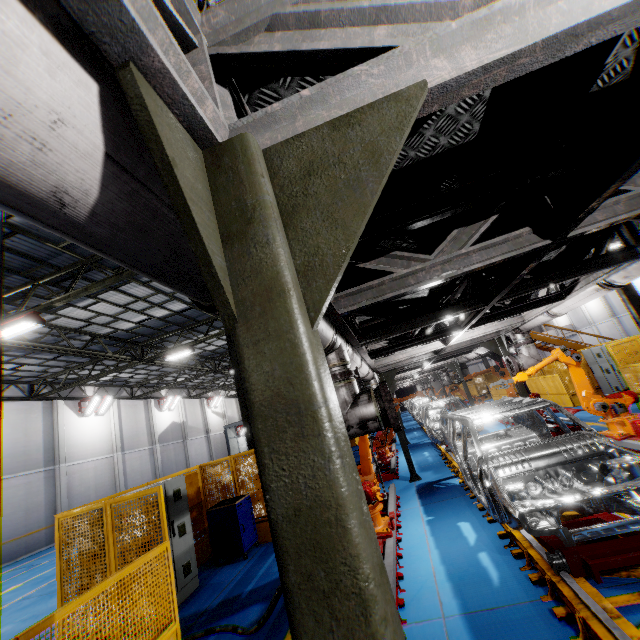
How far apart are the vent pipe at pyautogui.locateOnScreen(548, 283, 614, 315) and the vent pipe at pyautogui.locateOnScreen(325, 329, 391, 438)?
3.69m

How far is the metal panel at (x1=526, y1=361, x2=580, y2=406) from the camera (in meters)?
14.23

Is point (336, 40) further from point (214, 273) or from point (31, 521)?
point (31, 521)

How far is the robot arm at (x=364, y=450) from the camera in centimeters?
547cm

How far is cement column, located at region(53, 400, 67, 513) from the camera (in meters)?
18.41

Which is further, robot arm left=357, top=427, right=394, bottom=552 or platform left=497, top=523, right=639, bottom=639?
robot arm left=357, top=427, right=394, bottom=552

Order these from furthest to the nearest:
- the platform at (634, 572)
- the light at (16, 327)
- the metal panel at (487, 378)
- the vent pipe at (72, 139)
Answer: the metal panel at (487, 378) < the light at (16, 327) < the platform at (634, 572) < the vent pipe at (72, 139)

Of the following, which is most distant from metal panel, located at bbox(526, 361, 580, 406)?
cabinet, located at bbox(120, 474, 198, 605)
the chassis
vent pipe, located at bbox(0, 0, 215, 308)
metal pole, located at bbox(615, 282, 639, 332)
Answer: the chassis
